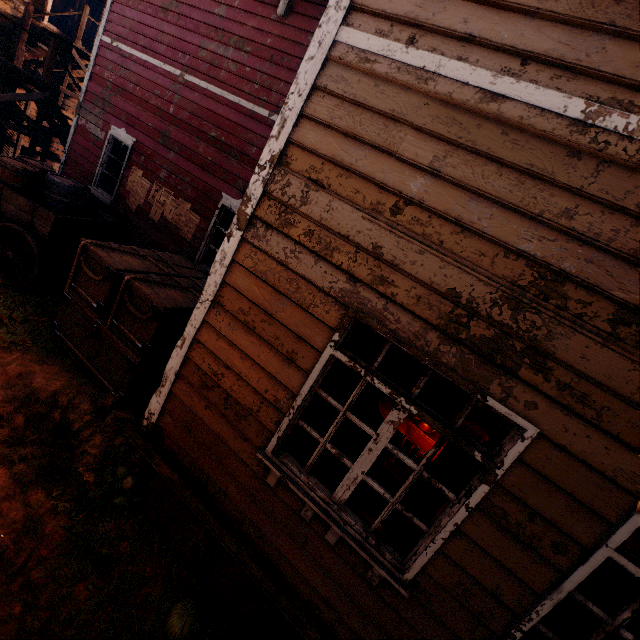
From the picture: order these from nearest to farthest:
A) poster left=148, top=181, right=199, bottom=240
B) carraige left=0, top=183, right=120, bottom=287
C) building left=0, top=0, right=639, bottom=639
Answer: building left=0, top=0, right=639, bottom=639, carraige left=0, top=183, right=120, bottom=287, poster left=148, top=181, right=199, bottom=240

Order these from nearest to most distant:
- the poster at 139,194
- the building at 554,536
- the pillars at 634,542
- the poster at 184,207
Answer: the building at 554,536 → the pillars at 634,542 → the poster at 184,207 → the poster at 139,194

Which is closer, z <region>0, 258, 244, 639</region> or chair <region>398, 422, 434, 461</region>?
z <region>0, 258, 244, 639</region>

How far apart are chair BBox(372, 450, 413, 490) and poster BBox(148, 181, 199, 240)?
5.68m

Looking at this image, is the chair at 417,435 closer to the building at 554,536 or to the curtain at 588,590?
the building at 554,536

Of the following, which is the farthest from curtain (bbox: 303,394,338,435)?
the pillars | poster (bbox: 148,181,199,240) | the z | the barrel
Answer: the barrel

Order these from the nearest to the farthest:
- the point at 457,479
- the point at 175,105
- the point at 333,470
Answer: the point at 457,479 < the point at 333,470 < the point at 175,105

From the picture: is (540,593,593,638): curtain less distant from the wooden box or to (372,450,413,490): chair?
(372,450,413,490): chair
